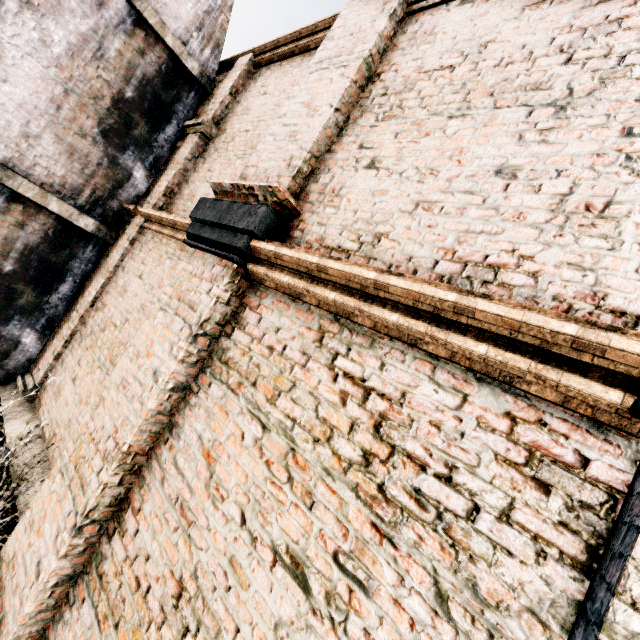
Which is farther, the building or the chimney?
the chimney

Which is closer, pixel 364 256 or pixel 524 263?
pixel 524 263

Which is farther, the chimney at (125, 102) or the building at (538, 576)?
the chimney at (125, 102)
